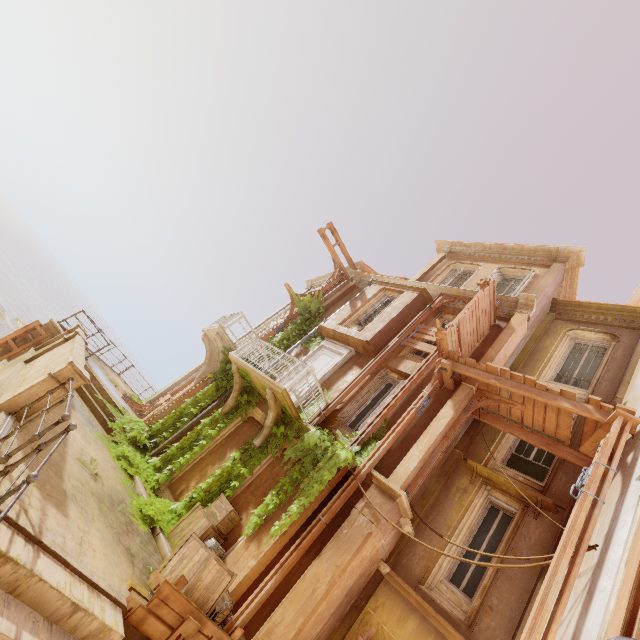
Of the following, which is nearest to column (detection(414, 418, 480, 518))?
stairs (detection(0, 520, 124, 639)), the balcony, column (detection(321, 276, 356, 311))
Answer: the balcony

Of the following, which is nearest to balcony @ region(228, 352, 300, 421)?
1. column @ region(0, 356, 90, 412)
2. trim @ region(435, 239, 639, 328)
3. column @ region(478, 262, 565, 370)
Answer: column @ region(0, 356, 90, 412)

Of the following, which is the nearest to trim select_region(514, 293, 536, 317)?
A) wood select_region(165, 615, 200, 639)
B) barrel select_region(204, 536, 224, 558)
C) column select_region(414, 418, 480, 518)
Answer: column select_region(414, 418, 480, 518)

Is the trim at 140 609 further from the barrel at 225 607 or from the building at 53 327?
the barrel at 225 607

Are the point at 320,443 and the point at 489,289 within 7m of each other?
no

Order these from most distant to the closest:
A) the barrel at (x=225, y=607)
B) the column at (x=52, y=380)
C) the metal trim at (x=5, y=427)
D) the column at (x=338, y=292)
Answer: the column at (x=338, y=292) → the barrel at (x=225, y=607) → the column at (x=52, y=380) → the metal trim at (x=5, y=427)

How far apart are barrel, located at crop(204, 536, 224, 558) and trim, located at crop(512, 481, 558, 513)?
6.91m

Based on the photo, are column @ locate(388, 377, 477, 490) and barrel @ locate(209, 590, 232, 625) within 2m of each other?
no
